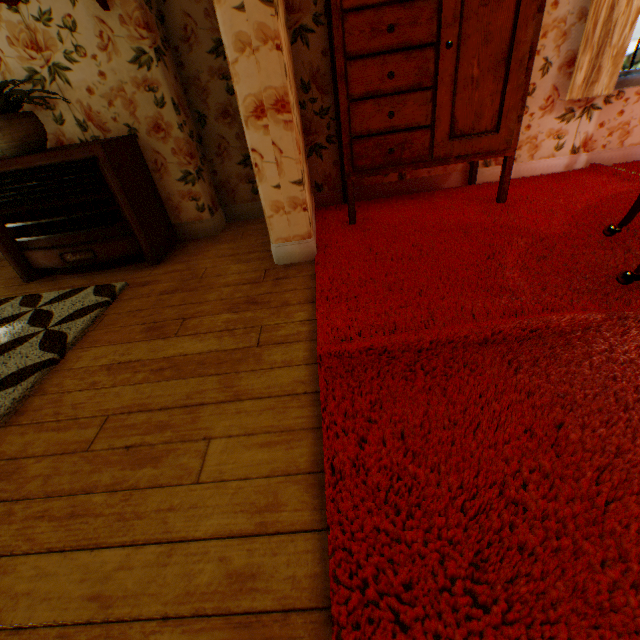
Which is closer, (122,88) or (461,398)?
(461,398)

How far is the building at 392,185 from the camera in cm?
308

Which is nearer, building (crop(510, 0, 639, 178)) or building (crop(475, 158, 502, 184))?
building (crop(510, 0, 639, 178))

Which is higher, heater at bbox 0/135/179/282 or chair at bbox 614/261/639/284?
heater at bbox 0/135/179/282

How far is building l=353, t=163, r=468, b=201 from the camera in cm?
308

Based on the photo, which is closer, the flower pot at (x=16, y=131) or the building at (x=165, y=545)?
the building at (x=165, y=545)

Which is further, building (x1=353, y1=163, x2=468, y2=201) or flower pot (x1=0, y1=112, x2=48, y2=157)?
building (x1=353, y1=163, x2=468, y2=201)

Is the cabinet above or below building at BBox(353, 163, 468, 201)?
above
